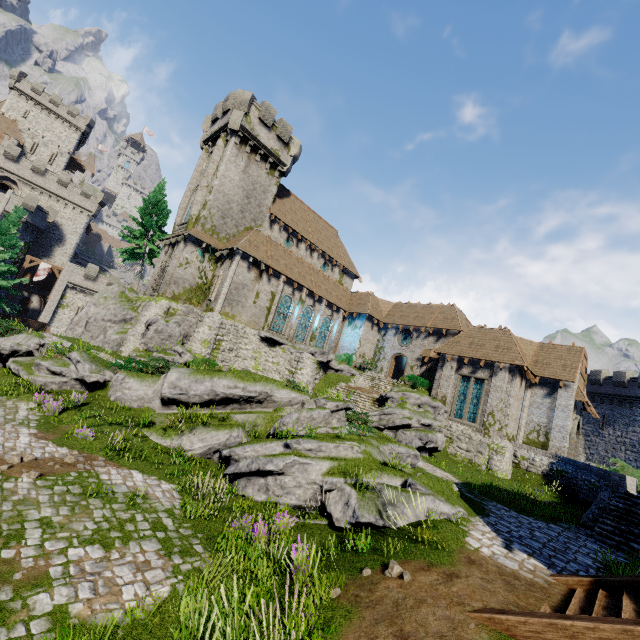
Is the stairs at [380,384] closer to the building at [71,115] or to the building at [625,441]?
the building at [625,441]

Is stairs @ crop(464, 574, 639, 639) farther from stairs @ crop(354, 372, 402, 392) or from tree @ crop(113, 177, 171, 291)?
tree @ crop(113, 177, 171, 291)

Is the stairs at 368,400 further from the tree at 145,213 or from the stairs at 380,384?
the tree at 145,213

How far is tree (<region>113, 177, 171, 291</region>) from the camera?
33.3 meters

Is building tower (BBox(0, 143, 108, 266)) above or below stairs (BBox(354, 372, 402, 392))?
above

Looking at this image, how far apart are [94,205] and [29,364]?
46.4m

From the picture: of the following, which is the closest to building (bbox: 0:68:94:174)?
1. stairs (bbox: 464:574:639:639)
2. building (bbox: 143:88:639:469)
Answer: building (bbox: 143:88:639:469)

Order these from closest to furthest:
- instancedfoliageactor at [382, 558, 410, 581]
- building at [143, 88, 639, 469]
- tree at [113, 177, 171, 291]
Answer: instancedfoliageactor at [382, 558, 410, 581], building at [143, 88, 639, 469], tree at [113, 177, 171, 291]
